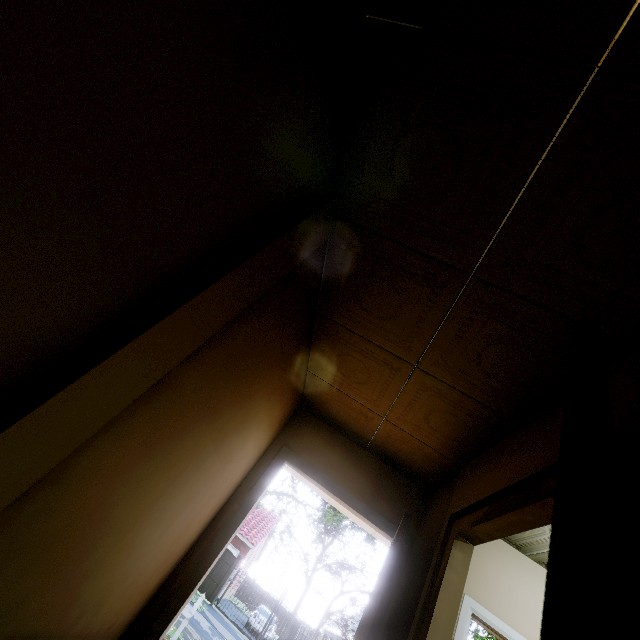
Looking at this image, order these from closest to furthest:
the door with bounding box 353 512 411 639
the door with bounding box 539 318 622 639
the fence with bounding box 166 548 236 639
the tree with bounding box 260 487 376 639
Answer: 1. the door with bounding box 539 318 622 639
2. the door with bounding box 353 512 411 639
3. the fence with bounding box 166 548 236 639
4. the tree with bounding box 260 487 376 639

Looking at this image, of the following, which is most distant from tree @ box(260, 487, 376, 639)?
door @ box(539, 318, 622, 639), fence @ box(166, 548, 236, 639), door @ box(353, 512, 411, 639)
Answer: door @ box(539, 318, 622, 639)

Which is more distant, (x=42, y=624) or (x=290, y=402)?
(x=290, y=402)

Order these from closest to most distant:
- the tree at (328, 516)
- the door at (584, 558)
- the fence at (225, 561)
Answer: the door at (584, 558)
the fence at (225, 561)
the tree at (328, 516)

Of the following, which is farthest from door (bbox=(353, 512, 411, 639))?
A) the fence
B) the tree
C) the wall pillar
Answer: the tree

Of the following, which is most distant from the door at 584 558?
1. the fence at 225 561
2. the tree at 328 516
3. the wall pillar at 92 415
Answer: the tree at 328 516

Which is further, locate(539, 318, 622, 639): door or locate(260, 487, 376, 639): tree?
locate(260, 487, 376, 639): tree

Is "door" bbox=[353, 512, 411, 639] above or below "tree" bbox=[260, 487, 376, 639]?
below
